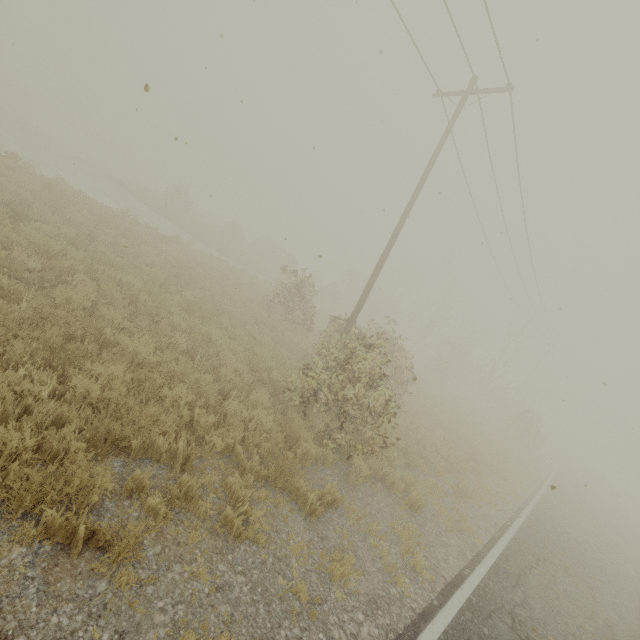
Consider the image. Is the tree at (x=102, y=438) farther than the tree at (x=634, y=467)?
No

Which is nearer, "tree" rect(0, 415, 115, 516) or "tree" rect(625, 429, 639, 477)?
"tree" rect(0, 415, 115, 516)

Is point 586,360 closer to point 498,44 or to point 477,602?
point 498,44

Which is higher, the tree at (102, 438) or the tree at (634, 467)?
the tree at (634, 467)

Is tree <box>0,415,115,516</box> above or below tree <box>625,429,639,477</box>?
below
